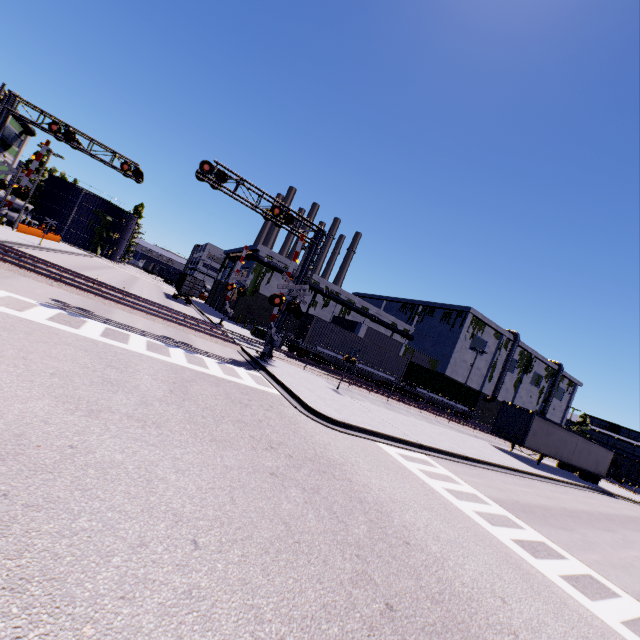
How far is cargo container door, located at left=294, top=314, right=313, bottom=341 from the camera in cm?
2800

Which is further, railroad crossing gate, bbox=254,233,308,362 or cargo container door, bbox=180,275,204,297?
cargo container door, bbox=180,275,204,297

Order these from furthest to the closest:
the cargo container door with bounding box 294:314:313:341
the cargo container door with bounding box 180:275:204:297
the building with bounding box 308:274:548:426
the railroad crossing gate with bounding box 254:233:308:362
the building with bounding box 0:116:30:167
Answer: the building with bounding box 308:274:548:426
the building with bounding box 0:116:30:167
the cargo container door with bounding box 180:275:204:297
the cargo container door with bounding box 294:314:313:341
the railroad crossing gate with bounding box 254:233:308:362

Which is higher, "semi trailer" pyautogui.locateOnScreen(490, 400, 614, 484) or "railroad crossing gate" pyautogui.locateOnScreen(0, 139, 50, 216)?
"railroad crossing gate" pyautogui.locateOnScreen(0, 139, 50, 216)

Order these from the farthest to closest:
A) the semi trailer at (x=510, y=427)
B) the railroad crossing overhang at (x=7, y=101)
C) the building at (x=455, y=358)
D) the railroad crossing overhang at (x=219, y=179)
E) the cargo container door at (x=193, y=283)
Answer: the building at (x=455, y=358) < the cargo container door at (x=193, y=283) < the semi trailer at (x=510, y=427) < the railroad crossing overhang at (x=7, y=101) < the railroad crossing overhang at (x=219, y=179)

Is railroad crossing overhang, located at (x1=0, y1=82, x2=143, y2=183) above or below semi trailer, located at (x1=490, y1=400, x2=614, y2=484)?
above

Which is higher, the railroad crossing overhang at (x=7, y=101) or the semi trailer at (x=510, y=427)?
the railroad crossing overhang at (x=7, y=101)

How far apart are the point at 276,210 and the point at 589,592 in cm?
1841
